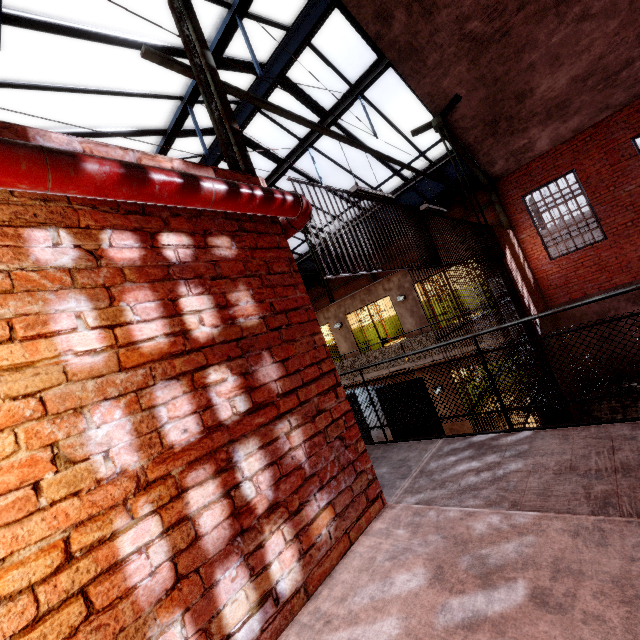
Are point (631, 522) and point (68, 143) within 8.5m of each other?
yes

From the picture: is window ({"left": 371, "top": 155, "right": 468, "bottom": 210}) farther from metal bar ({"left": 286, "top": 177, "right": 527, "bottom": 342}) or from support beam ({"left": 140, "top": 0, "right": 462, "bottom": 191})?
metal bar ({"left": 286, "top": 177, "right": 527, "bottom": 342})

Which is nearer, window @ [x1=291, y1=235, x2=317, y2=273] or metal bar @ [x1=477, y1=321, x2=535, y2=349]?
metal bar @ [x1=477, y1=321, x2=535, y2=349]

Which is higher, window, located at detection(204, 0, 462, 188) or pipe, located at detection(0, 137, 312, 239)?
window, located at detection(204, 0, 462, 188)

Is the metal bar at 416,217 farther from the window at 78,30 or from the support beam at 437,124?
the window at 78,30

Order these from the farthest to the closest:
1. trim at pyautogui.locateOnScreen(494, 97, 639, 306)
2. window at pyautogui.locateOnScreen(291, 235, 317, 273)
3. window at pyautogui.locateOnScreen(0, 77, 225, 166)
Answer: window at pyautogui.locateOnScreen(291, 235, 317, 273), trim at pyautogui.locateOnScreen(494, 97, 639, 306), window at pyautogui.locateOnScreen(0, 77, 225, 166)

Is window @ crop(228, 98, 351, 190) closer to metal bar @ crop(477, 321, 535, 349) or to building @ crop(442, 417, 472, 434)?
metal bar @ crop(477, 321, 535, 349)

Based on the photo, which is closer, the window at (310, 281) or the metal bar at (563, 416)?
the metal bar at (563, 416)
